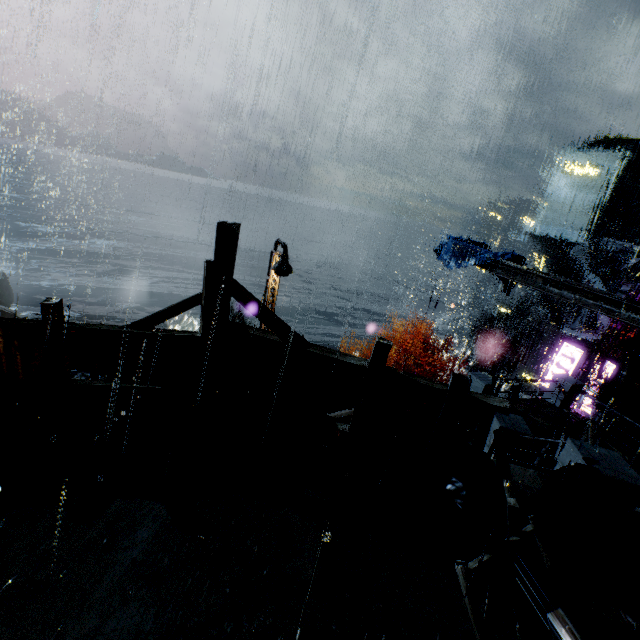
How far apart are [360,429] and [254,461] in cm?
198

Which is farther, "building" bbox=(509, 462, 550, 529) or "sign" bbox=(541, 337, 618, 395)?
"sign" bbox=(541, 337, 618, 395)

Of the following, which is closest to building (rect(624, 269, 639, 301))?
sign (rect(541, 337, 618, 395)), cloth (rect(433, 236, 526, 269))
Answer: sign (rect(541, 337, 618, 395))

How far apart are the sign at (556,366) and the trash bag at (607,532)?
14.6m

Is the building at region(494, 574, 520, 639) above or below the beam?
below

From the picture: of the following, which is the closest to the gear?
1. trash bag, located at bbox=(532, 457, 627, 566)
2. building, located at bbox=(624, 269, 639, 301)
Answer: building, located at bbox=(624, 269, 639, 301)

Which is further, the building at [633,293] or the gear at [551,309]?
the gear at [551,309]

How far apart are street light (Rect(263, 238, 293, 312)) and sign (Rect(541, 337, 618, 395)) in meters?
15.5
